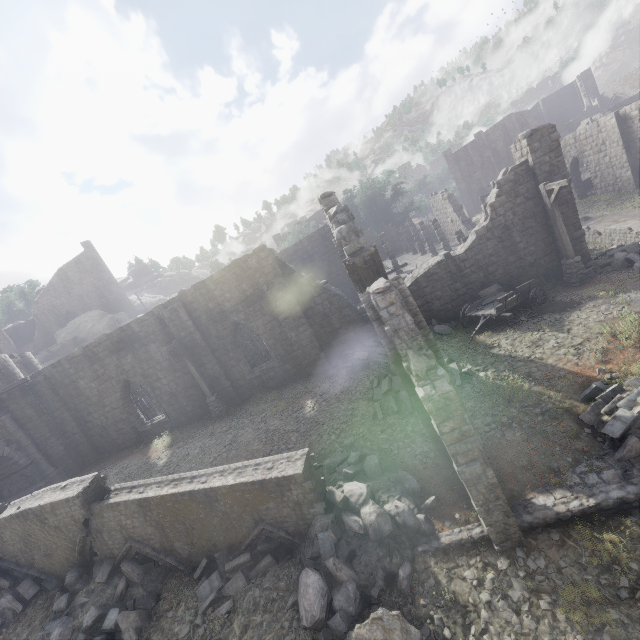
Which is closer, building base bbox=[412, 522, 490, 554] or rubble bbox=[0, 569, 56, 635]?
building base bbox=[412, 522, 490, 554]

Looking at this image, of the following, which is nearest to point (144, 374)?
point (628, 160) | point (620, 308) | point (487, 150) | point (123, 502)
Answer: point (123, 502)

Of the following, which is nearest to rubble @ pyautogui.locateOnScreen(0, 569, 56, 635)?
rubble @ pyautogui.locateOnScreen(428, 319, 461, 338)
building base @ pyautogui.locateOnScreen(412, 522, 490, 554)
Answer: building base @ pyautogui.locateOnScreen(412, 522, 490, 554)

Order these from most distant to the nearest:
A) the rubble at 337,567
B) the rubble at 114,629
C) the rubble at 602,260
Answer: the rubble at 602,260, the rubble at 114,629, the rubble at 337,567

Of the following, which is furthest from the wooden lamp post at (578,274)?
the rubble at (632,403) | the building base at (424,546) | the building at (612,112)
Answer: the building base at (424,546)

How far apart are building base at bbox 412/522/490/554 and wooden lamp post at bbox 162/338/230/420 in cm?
1190

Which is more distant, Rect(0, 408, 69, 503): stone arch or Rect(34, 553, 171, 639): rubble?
Rect(0, 408, 69, 503): stone arch
